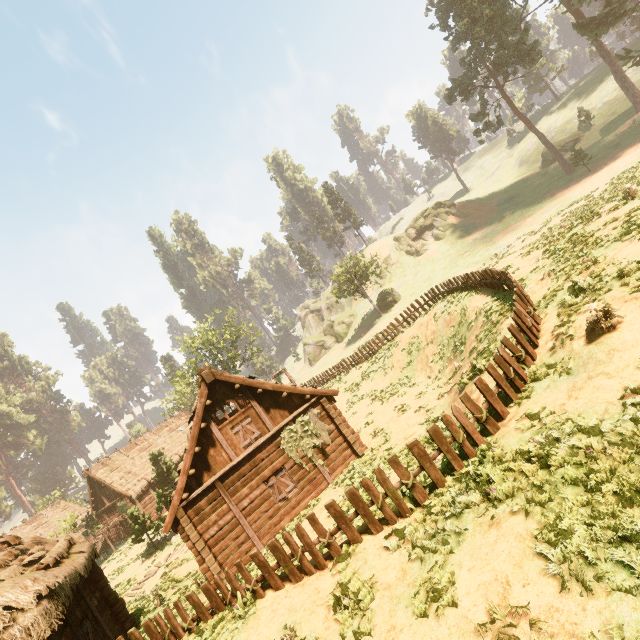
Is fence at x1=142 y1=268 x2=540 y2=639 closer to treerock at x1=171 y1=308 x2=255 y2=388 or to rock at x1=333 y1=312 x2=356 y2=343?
treerock at x1=171 y1=308 x2=255 y2=388

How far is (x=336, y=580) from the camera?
7.2 meters

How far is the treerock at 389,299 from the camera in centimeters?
4441cm

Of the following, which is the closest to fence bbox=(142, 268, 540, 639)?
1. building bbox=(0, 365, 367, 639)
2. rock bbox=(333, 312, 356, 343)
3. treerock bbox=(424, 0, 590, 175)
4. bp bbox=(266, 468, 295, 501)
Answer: building bbox=(0, 365, 367, 639)

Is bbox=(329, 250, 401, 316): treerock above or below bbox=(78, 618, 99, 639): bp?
above

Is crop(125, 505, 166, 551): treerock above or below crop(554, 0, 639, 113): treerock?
below

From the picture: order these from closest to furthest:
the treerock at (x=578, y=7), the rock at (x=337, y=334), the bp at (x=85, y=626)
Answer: the bp at (x=85, y=626) < the treerock at (x=578, y=7) < the rock at (x=337, y=334)

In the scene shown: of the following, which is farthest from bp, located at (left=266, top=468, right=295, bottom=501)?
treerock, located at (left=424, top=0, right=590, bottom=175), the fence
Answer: treerock, located at (left=424, top=0, right=590, bottom=175)
